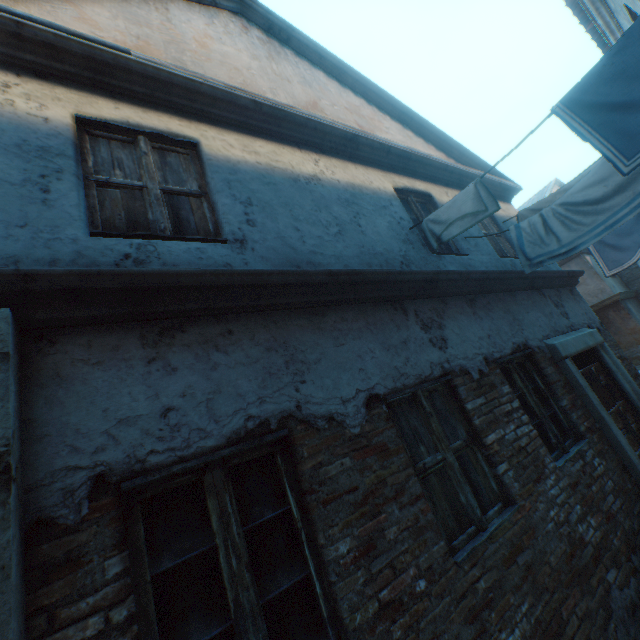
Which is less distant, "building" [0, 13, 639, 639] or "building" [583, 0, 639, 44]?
"building" [0, 13, 639, 639]

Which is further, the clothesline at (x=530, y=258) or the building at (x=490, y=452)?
the clothesline at (x=530, y=258)

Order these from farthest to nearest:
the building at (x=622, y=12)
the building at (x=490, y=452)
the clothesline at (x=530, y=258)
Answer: the building at (x=622, y=12) → the clothesline at (x=530, y=258) → the building at (x=490, y=452)

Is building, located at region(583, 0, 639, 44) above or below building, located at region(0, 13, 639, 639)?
above

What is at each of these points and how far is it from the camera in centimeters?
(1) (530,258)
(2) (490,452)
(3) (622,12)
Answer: (1) clothesline, 454cm
(2) building, 316cm
(3) building, 753cm

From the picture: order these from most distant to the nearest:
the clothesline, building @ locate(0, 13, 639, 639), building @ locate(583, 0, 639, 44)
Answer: building @ locate(583, 0, 639, 44) < the clothesline < building @ locate(0, 13, 639, 639)

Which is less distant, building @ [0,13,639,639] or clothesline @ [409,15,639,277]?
building @ [0,13,639,639]
